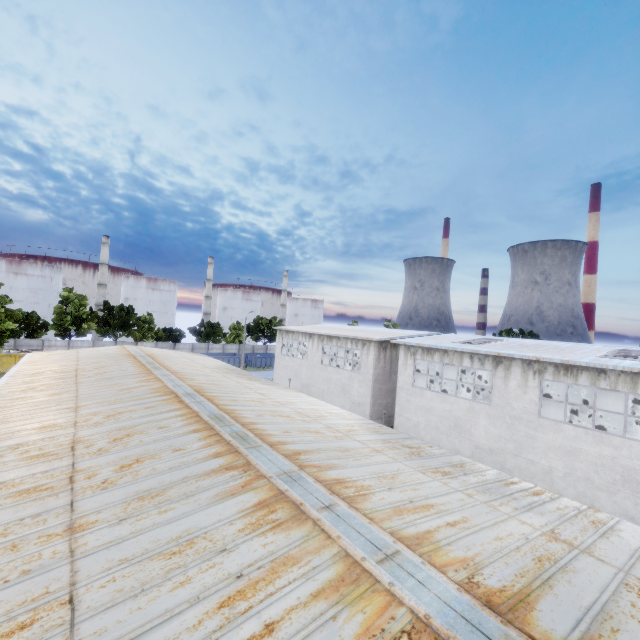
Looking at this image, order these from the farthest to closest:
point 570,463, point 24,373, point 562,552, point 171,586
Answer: point 24,373 → point 570,463 → point 562,552 → point 171,586

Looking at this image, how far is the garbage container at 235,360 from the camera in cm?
5350

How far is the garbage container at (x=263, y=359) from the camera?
57.0 meters

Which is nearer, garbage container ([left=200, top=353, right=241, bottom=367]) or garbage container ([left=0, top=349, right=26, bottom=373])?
garbage container ([left=0, top=349, right=26, bottom=373])

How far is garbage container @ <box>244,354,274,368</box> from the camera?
57.03m

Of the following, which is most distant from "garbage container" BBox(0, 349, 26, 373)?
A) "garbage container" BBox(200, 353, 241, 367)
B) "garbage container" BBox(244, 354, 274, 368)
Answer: "garbage container" BBox(244, 354, 274, 368)

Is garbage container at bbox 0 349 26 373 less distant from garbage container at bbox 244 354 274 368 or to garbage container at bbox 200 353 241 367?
garbage container at bbox 200 353 241 367

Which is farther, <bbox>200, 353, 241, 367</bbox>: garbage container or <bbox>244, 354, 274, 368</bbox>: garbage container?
<bbox>244, 354, 274, 368</bbox>: garbage container
